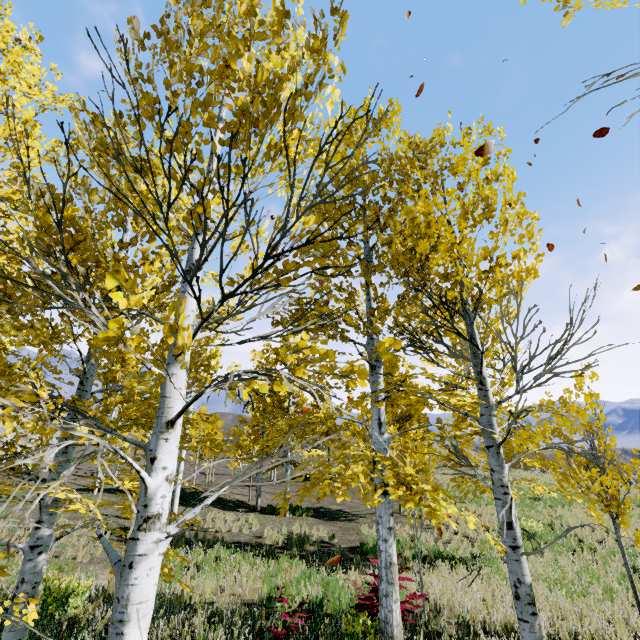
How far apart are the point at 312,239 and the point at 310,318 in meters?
1.9 m
